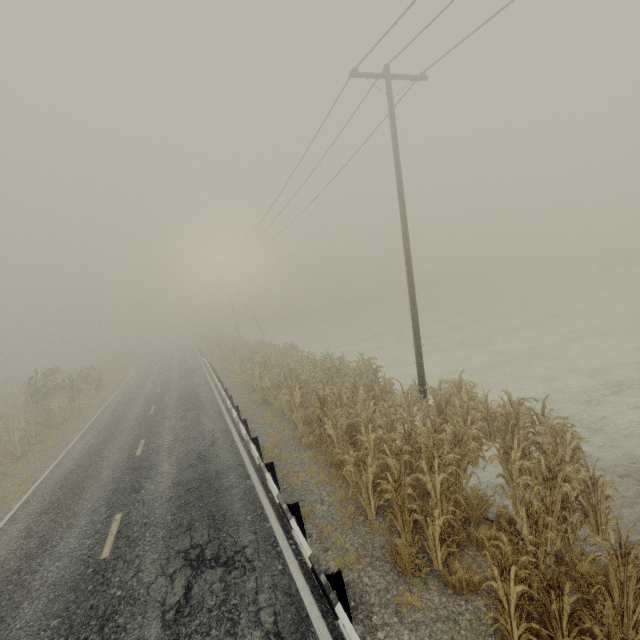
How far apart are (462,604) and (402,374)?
13.57m

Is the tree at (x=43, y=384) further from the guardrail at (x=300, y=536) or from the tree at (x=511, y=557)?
the tree at (x=511, y=557)

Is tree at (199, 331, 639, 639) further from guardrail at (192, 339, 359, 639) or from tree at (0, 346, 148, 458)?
tree at (0, 346, 148, 458)

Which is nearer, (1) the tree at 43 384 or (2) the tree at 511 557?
(2) the tree at 511 557

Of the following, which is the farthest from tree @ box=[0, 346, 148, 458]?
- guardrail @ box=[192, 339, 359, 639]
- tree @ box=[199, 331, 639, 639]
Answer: tree @ box=[199, 331, 639, 639]
